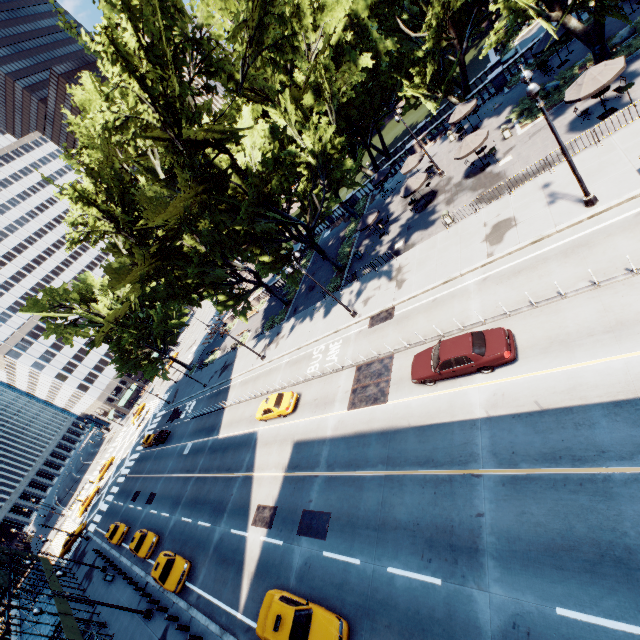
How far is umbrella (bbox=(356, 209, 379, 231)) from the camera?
31.2m

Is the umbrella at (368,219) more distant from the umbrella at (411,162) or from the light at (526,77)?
the light at (526,77)

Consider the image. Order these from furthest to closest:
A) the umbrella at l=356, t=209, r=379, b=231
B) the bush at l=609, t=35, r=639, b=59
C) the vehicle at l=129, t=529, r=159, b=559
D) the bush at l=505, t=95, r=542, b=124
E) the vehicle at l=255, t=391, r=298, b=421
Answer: the umbrella at l=356, t=209, r=379, b=231, the vehicle at l=129, t=529, r=159, b=559, the vehicle at l=255, t=391, r=298, b=421, the bush at l=505, t=95, r=542, b=124, the bush at l=609, t=35, r=639, b=59

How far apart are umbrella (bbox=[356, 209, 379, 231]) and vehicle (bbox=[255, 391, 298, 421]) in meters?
17.0 m

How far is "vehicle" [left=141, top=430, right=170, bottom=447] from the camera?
46.2m

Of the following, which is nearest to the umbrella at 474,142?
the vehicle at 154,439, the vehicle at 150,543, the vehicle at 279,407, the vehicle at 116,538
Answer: the vehicle at 279,407

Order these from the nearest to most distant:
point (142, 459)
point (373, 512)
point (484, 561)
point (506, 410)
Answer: point (484, 561)
point (506, 410)
point (373, 512)
point (142, 459)

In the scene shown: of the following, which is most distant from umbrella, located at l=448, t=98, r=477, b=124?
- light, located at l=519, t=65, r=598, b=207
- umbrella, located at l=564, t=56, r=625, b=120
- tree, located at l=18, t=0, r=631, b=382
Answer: light, located at l=519, t=65, r=598, b=207
